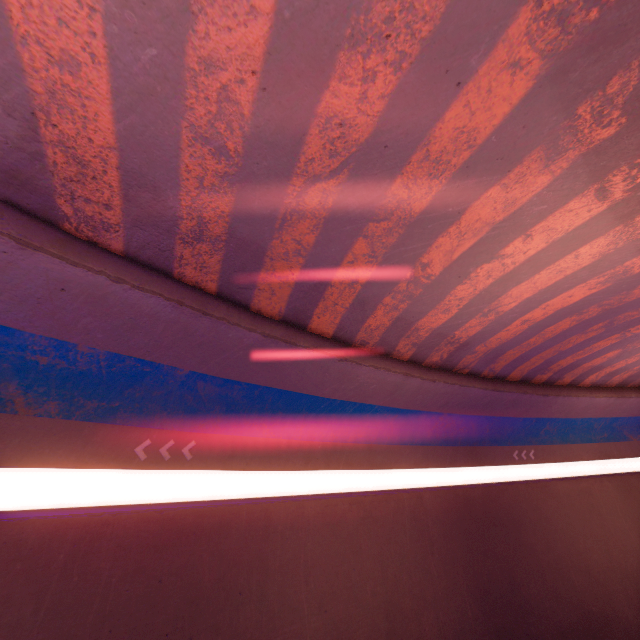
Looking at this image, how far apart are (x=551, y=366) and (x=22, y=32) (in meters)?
17.29
